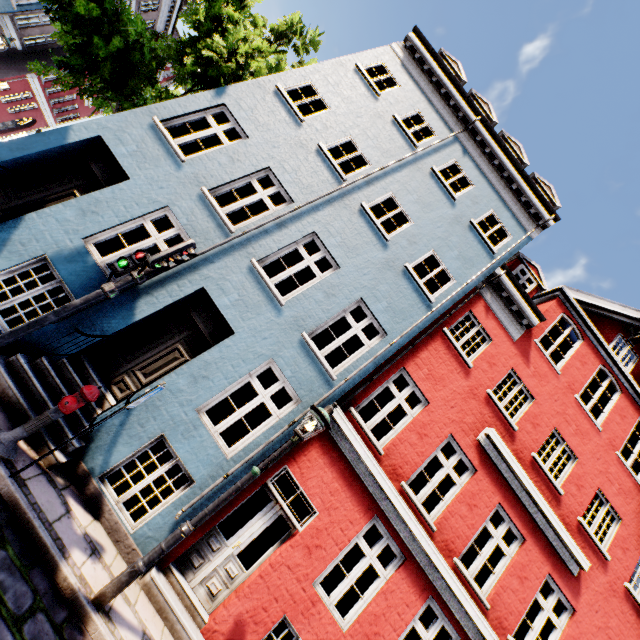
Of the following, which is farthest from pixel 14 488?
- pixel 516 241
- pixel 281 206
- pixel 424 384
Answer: pixel 516 241

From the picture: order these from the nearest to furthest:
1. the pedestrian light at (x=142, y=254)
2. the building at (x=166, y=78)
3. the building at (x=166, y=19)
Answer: the pedestrian light at (x=142, y=254), the building at (x=166, y=19), the building at (x=166, y=78)

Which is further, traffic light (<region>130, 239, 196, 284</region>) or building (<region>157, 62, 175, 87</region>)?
building (<region>157, 62, 175, 87</region>)

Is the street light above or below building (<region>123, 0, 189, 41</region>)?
below

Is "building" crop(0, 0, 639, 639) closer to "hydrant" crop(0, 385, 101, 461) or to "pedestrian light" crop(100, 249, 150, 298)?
"hydrant" crop(0, 385, 101, 461)

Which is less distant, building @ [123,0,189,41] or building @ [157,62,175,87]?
building @ [123,0,189,41]

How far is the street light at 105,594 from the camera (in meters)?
4.01

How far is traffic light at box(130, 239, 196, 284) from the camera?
4.95m
